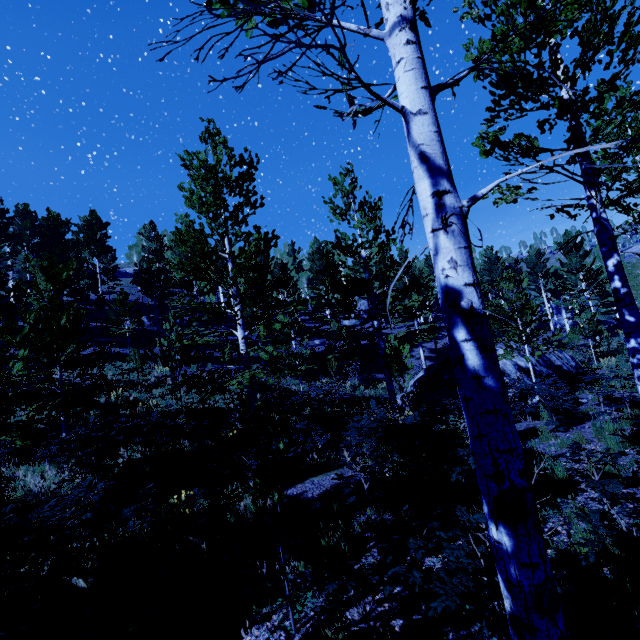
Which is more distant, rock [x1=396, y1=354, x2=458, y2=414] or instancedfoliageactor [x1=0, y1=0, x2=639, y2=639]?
rock [x1=396, y1=354, x2=458, y2=414]

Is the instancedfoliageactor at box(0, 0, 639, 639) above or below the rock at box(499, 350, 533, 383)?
above

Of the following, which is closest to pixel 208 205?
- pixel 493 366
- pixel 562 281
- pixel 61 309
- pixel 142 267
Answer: pixel 61 309

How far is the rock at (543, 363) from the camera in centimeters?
1466cm

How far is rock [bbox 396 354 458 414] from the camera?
14.6 meters

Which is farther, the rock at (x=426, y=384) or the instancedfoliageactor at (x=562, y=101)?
the rock at (x=426, y=384)
